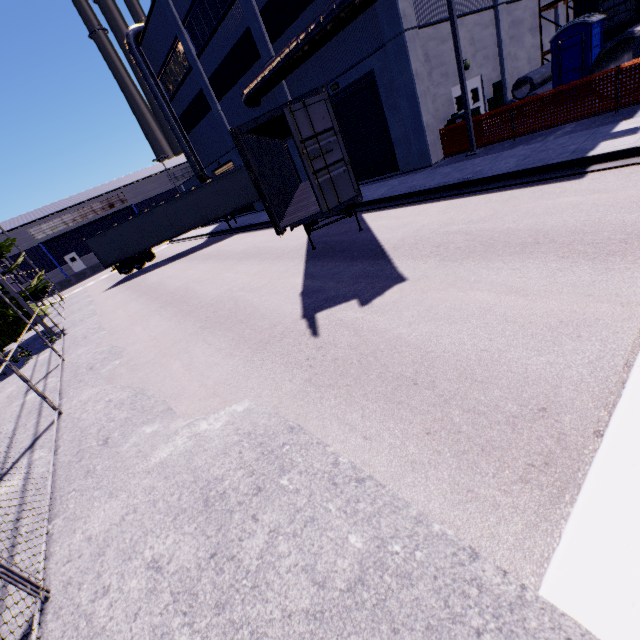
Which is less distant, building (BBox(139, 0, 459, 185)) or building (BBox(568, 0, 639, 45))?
building (BBox(139, 0, 459, 185))

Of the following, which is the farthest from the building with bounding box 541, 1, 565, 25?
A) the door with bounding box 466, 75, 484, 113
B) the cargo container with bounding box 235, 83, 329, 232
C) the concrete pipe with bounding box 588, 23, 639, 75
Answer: the concrete pipe with bounding box 588, 23, 639, 75

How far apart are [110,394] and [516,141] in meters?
15.7 m

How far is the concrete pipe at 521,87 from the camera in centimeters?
1553cm

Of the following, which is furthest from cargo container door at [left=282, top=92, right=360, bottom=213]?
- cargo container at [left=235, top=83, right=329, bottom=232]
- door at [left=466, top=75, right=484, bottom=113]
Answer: door at [left=466, top=75, right=484, bottom=113]

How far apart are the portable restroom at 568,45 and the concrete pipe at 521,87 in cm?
38

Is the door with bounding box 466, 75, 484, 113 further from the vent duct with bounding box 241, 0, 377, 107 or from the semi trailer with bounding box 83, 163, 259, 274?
the semi trailer with bounding box 83, 163, 259, 274
